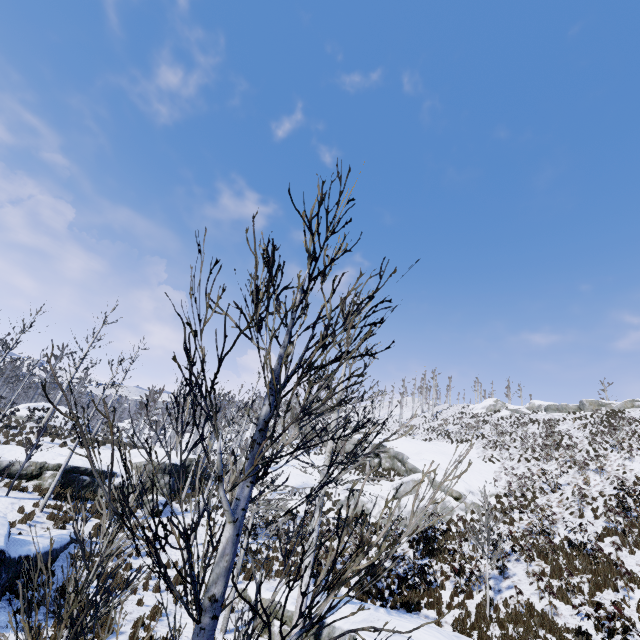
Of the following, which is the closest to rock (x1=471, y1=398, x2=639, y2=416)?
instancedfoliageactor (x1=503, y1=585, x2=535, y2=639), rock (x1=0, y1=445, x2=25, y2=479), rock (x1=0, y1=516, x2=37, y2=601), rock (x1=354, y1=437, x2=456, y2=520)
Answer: rock (x1=354, y1=437, x2=456, y2=520)

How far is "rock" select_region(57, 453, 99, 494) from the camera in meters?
18.2 m

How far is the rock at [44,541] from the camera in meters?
10.8

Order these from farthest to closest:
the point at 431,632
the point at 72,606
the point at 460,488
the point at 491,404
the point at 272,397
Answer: the point at 491,404 < the point at 460,488 < the point at 431,632 < the point at 272,397 < the point at 72,606

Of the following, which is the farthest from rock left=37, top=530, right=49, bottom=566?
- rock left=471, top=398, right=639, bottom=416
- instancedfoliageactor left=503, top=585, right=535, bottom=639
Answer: rock left=471, top=398, right=639, bottom=416

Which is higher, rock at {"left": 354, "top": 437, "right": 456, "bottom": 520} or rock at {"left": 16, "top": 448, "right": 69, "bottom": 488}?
rock at {"left": 354, "top": 437, "right": 456, "bottom": 520}

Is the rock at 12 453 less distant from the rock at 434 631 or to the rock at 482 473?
the rock at 434 631

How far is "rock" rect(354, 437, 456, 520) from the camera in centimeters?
2247cm
